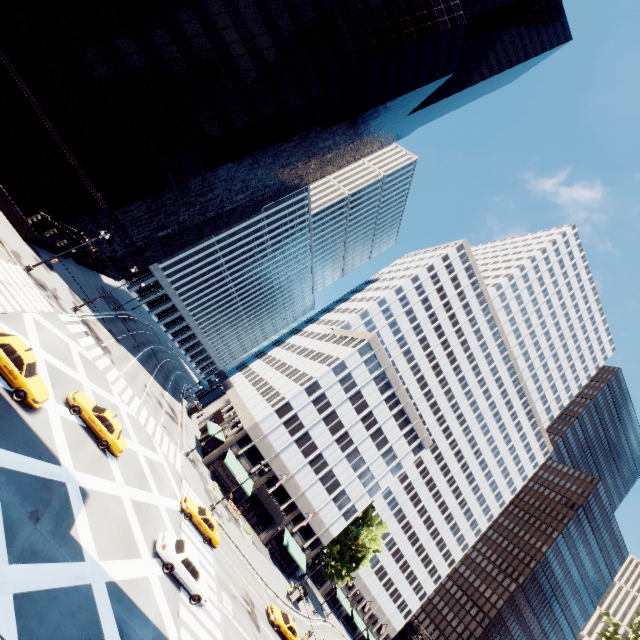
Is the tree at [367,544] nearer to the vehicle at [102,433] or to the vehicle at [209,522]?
the vehicle at [209,522]

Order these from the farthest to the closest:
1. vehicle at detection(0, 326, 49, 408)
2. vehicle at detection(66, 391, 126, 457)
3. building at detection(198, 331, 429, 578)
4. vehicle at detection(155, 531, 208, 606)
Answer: building at detection(198, 331, 429, 578) < vehicle at detection(66, 391, 126, 457) < vehicle at detection(155, 531, 208, 606) < vehicle at detection(0, 326, 49, 408)

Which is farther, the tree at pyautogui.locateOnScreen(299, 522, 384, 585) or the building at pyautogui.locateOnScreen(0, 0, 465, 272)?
the tree at pyautogui.locateOnScreen(299, 522, 384, 585)

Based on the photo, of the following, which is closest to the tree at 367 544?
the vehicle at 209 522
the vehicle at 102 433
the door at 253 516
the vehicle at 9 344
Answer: the door at 253 516

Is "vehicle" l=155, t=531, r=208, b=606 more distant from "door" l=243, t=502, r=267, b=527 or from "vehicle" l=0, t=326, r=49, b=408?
"door" l=243, t=502, r=267, b=527

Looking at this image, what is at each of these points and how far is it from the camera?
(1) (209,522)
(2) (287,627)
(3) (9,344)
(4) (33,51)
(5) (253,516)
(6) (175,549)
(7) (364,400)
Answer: (1) vehicle, 28.3 meters
(2) vehicle, 31.1 meters
(3) vehicle, 16.5 meters
(4) building, 32.4 meters
(5) door, 48.2 meters
(6) vehicle, 20.1 meters
(7) building, 54.5 meters

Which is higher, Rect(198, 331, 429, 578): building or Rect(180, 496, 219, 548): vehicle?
Rect(198, 331, 429, 578): building

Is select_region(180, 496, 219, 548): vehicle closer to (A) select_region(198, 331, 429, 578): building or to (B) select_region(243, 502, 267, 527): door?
(A) select_region(198, 331, 429, 578): building
